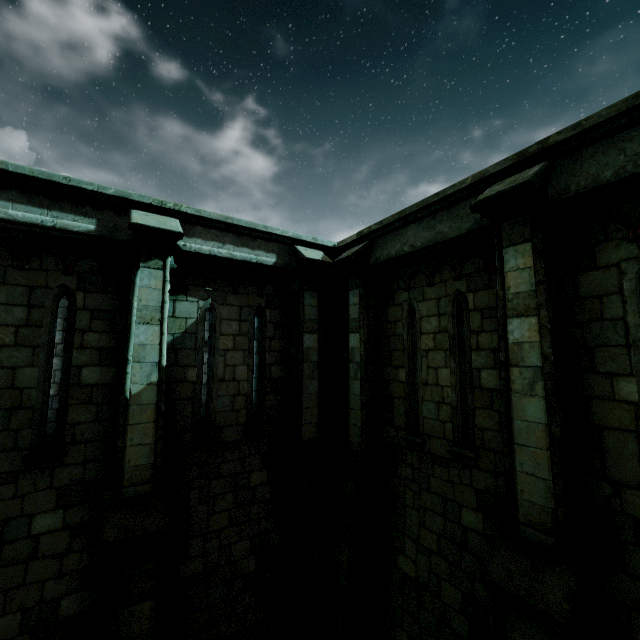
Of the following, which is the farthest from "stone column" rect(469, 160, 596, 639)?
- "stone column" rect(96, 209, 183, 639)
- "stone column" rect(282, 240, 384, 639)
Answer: "stone column" rect(96, 209, 183, 639)

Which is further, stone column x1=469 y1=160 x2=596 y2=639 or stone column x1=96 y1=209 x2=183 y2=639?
stone column x1=96 y1=209 x2=183 y2=639

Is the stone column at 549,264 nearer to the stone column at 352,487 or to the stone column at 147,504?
the stone column at 352,487

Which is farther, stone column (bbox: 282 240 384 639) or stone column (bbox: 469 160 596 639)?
stone column (bbox: 282 240 384 639)

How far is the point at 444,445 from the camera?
5.3 meters

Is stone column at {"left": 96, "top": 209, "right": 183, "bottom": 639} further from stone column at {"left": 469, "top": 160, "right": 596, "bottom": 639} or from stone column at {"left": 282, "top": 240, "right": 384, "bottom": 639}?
stone column at {"left": 469, "top": 160, "right": 596, "bottom": 639}

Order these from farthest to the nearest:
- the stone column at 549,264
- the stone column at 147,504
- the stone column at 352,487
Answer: the stone column at 352,487 < the stone column at 147,504 < the stone column at 549,264
